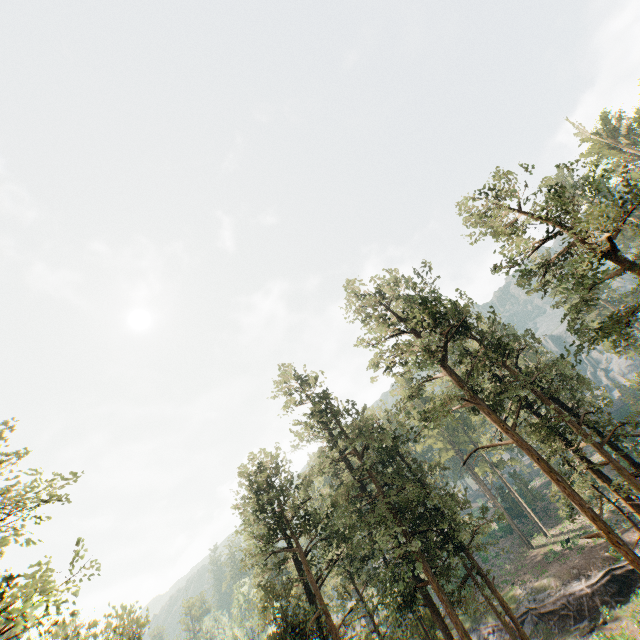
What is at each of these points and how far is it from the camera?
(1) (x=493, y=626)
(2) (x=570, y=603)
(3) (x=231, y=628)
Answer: (1) ground embankment, 34.0 meters
(2) ground embankment, 29.6 meters
(3) foliage, 40.6 meters

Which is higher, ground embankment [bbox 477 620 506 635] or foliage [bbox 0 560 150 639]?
foliage [bbox 0 560 150 639]

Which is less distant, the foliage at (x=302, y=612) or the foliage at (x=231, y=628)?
the foliage at (x=302, y=612)

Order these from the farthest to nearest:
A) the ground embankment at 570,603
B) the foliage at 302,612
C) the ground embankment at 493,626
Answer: the ground embankment at 493,626
the ground embankment at 570,603
the foliage at 302,612

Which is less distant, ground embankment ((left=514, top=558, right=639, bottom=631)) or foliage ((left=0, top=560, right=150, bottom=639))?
foliage ((left=0, top=560, right=150, bottom=639))
